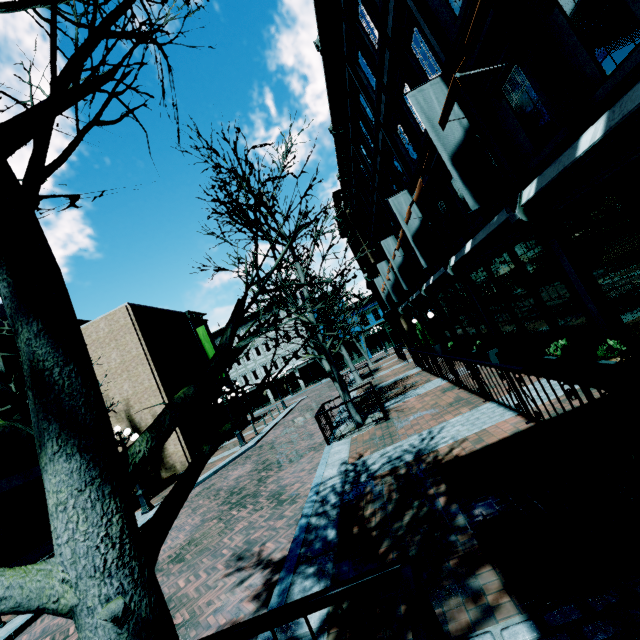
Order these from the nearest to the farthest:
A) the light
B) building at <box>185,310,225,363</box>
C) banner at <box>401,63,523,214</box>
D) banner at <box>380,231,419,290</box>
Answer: banner at <box>401,63,523,214</box>, the light, banner at <box>380,231,419,290</box>, building at <box>185,310,225,363</box>

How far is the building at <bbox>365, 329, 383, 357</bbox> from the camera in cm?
4500

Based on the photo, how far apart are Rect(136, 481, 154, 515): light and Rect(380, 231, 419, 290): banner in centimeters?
1381cm

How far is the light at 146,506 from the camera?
12.81m

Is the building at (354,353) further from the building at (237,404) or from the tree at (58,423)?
the tree at (58,423)

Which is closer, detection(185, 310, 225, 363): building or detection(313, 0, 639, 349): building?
detection(313, 0, 639, 349): building

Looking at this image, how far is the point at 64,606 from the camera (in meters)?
1.24

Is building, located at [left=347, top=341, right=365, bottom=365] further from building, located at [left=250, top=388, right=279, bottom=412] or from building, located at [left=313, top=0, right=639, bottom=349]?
building, located at [left=313, top=0, right=639, bottom=349]
